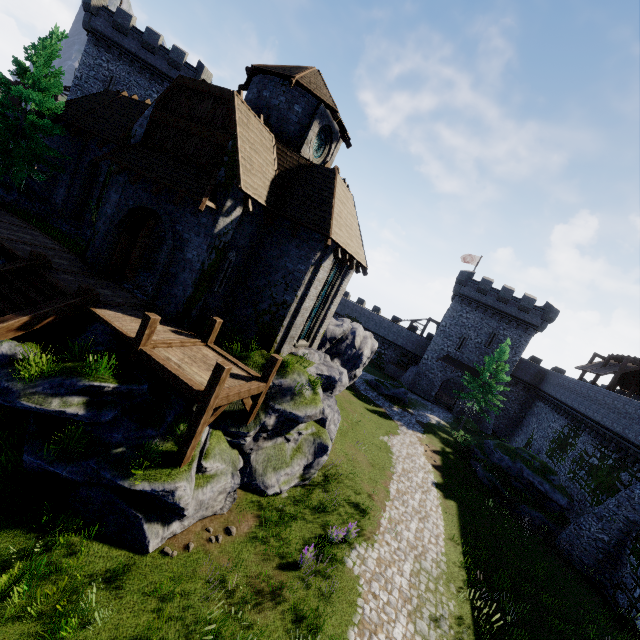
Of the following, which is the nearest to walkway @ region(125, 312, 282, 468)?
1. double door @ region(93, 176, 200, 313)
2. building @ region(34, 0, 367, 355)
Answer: building @ region(34, 0, 367, 355)

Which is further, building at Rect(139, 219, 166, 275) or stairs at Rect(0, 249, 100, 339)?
building at Rect(139, 219, 166, 275)

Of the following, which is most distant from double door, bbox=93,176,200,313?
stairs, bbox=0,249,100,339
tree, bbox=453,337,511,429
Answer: tree, bbox=453,337,511,429

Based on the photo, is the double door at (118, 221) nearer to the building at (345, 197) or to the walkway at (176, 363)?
the building at (345, 197)

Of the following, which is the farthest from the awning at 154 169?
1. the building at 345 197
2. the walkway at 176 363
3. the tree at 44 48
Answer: the tree at 44 48

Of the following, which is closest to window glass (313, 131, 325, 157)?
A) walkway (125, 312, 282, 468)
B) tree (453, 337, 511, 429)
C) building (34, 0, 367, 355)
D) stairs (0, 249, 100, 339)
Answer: building (34, 0, 367, 355)

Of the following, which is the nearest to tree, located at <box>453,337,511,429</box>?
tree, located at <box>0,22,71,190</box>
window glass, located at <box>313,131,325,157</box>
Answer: window glass, located at <box>313,131,325,157</box>

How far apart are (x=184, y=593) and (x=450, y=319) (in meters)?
40.23
